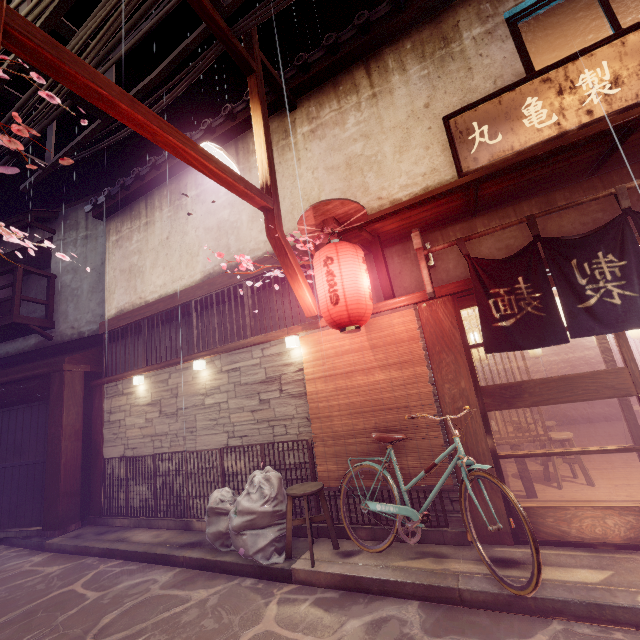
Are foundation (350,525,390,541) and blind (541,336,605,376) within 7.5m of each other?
no

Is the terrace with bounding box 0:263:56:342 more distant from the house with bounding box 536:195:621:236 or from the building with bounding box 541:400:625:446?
the building with bounding box 541:400:625:446

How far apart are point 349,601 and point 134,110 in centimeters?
887cm

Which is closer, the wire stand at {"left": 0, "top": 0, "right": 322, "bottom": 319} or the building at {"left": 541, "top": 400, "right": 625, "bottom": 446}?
the wire stand at {"left": 0, "top": 0, "right": 322, "bottom": 319}

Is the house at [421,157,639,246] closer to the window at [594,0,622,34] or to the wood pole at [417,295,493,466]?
the wood pole at [417,295,493,466]

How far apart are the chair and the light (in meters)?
8.22

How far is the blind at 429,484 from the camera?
6.98m

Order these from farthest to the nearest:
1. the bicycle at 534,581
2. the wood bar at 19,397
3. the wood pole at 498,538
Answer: the wood bar at 19,397, the wood pole at 498,538, the bicycle at 534,581
